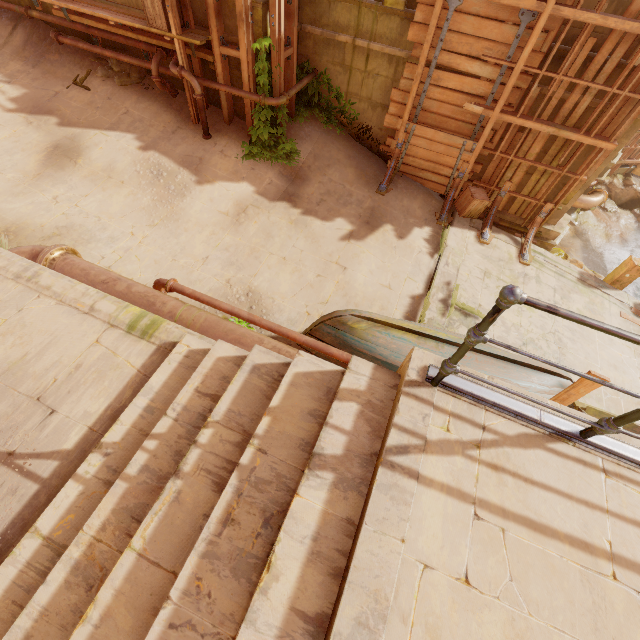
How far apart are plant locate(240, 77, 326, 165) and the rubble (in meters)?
2.87

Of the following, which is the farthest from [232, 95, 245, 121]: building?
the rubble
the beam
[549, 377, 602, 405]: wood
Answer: [549, 377, 602, 405]: wood

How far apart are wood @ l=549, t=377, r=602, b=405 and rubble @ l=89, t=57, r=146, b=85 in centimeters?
1119cm

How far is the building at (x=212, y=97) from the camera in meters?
8.3

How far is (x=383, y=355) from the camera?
5.3 meters

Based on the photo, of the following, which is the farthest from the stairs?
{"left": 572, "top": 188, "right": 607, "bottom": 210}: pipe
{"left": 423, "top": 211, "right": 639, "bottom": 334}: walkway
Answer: {"left": 572, "top": 188, "right": 607, "bottom": 210}: pipe

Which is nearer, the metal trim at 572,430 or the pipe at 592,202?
the metal trim at 572,430
